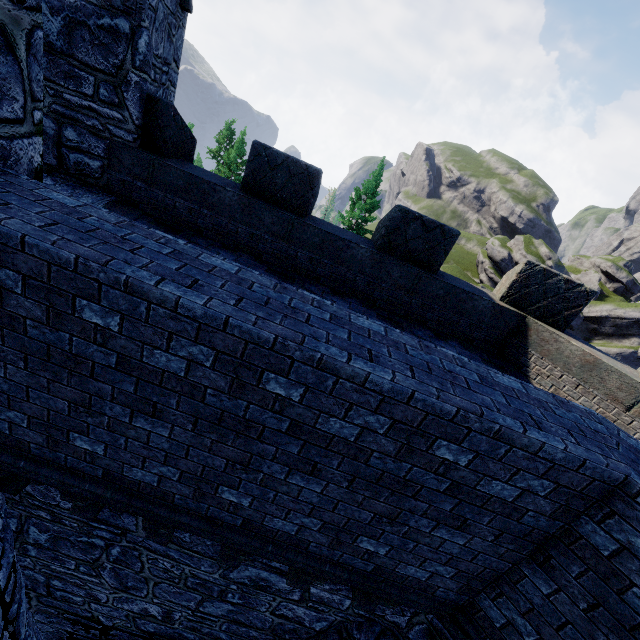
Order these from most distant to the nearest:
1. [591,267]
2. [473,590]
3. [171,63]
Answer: [591,267] < [171,63] < [473,590]
